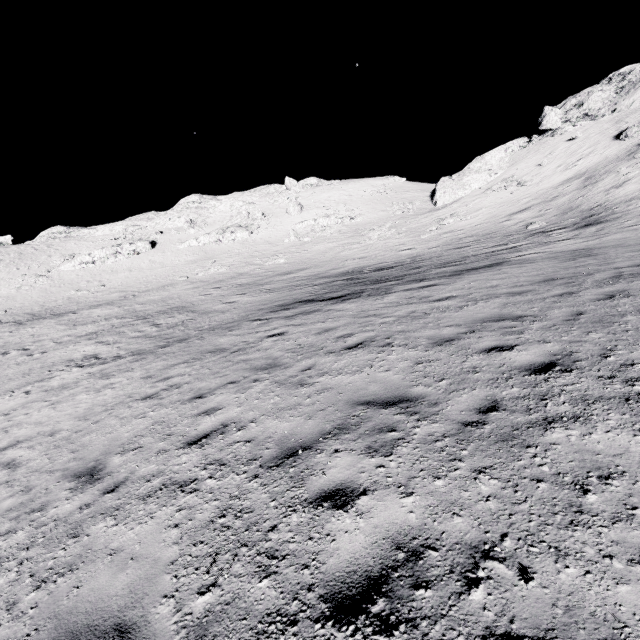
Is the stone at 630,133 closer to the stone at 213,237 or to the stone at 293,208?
the stone at 293,208

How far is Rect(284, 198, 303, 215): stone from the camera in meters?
53.6

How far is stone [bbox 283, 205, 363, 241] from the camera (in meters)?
46.09

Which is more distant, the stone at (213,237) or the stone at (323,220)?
the stone at (213,237)

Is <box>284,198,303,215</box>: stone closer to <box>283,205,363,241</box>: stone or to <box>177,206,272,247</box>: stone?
<box>283,205,363,241</box>: stone

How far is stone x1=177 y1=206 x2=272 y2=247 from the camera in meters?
49.8 m

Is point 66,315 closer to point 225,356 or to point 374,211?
point 225,356

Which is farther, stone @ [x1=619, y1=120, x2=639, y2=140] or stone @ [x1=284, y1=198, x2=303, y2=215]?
stone @ [x1=284, y1=198, x2=303, y2=215]
